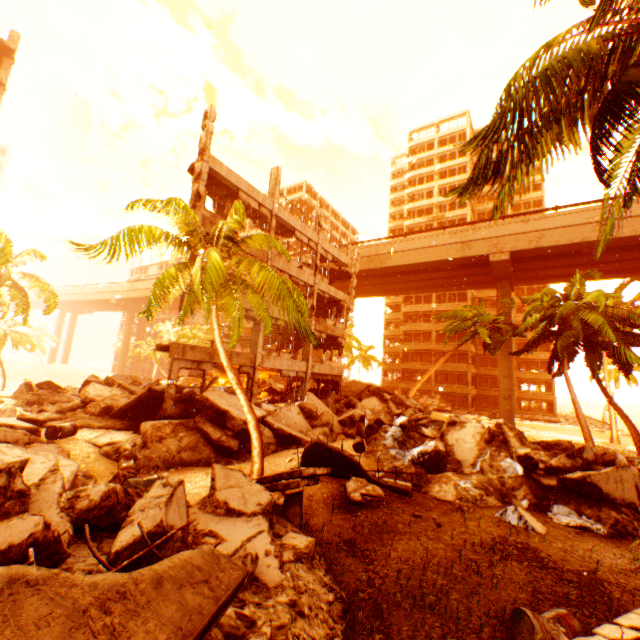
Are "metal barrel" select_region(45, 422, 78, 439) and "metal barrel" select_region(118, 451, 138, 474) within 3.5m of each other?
yes

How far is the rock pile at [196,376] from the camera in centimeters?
2029cm

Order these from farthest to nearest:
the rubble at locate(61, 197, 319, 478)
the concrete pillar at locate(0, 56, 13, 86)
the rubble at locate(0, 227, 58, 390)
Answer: the concrete pillar at locate(0, 56, 13, 86)
the rubble at locate(0, 227, 58, 390)
the rubble at locate(61, 197, 319, 478)

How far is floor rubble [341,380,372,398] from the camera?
27.3m

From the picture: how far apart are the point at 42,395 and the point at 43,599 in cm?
2028

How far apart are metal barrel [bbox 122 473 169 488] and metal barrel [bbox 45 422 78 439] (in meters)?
6.43

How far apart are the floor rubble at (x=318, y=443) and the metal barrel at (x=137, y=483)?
4.55m

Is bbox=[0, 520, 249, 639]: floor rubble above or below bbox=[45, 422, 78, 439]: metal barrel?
above
